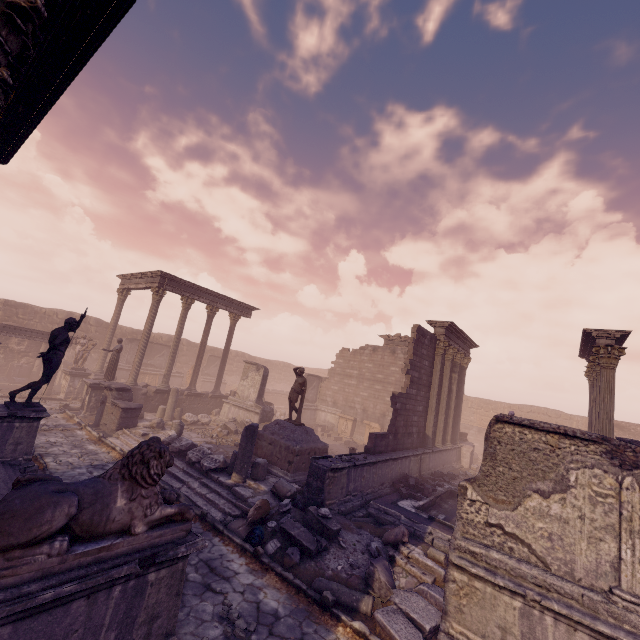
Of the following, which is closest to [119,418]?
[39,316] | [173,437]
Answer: [173,437]

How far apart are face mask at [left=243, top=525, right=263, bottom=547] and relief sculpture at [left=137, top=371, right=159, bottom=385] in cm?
2138

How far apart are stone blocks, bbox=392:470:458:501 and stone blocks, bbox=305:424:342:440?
10.3 meters

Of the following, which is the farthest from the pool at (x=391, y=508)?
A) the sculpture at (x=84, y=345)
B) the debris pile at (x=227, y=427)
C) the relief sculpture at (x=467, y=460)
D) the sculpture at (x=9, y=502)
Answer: the sculpture at (x=84, y=345)

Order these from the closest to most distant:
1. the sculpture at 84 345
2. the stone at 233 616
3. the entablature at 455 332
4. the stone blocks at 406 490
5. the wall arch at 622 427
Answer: the stone at 233 616, the stone blocks at 406 490, the entablature at 455 332, the sculpture at 84 345, the wall arch at 622 427

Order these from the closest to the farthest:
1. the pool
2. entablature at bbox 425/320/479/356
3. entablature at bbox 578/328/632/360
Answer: the pool < entablature at bbox 578/328/632/360 < entablature at bbox 425/320/479/356

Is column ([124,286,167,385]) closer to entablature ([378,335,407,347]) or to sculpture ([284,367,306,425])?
sculpture ([284,367,306,425])

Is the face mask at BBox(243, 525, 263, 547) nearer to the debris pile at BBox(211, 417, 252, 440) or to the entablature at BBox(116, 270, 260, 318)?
the debris pile at BBox(211, 417, 252, 440)
